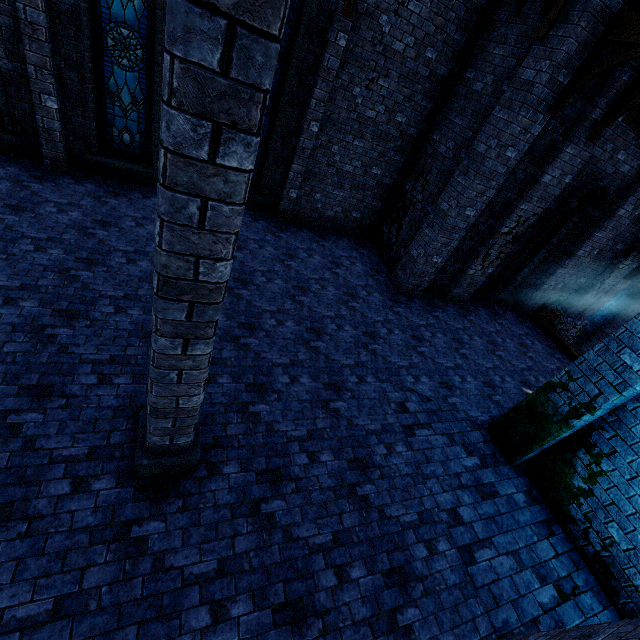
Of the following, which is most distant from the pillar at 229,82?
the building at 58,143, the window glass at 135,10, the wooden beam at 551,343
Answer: the wooden beam at 551,343

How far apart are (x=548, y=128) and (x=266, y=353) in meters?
8.3 m

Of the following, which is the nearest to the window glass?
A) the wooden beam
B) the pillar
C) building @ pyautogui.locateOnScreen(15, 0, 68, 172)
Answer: building @ pyautogui.locateOnScreen(15, 0, 68, 172)

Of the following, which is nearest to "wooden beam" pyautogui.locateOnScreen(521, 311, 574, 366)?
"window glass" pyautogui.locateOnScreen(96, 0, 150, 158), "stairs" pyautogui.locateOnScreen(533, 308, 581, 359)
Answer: "stairs" pyautogui.locateOnScreen(533, 308, 581, 359)

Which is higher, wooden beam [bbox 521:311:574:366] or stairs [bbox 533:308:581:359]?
stairs [bbox 533:308:581:359]

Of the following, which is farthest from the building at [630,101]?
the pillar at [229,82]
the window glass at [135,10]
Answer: the window glass at [135,10]

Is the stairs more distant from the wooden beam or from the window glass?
the window glass

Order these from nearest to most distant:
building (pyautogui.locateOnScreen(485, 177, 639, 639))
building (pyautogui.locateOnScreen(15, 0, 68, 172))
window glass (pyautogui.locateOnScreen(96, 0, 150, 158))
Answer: building (pyautogui.locateOnScreen(485, 177, 639, 639)) → building (pyautogui.locateOnScreen(15, 0, 68, 172)) → window glass (pyautogui.locateOnScreen(96, 0, 150, 158))
